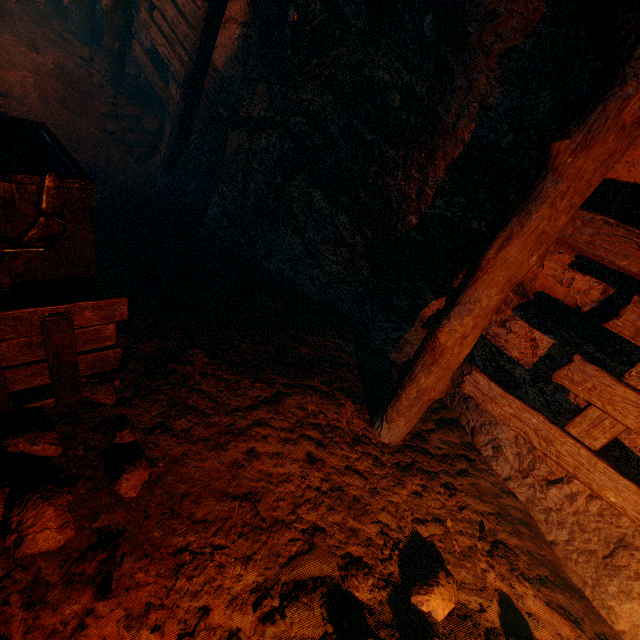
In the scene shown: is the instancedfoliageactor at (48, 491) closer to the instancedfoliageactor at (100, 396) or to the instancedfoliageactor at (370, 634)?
the instancedfoliageactor at (100, 396)

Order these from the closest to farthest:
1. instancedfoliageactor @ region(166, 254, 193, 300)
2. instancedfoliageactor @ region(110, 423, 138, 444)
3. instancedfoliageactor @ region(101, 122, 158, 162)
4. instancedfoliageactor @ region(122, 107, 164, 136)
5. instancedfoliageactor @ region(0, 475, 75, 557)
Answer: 1. instancedfoliageactor @ region(0, 475, 75, 557)
2. instancedfoliageactor @ region(110, 423, 138, 444)
3. instancedfoliageactor @ region(166, 254, 193, 300)
4. instancedfoliageactor @ region(101, 122, 158, 162)
5. instancedfoliageactor @ region(122, 107, 164, 136)

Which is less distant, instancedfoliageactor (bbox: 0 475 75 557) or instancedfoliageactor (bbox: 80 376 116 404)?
instancedfoliageactor (bbox: 0 475 75 557)

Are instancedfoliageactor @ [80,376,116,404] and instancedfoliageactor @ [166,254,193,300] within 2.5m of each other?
yes

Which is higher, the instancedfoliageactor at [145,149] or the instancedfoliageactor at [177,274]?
the instancedfoliageactor at [145,149]

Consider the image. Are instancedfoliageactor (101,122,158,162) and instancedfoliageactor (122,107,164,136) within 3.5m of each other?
yes

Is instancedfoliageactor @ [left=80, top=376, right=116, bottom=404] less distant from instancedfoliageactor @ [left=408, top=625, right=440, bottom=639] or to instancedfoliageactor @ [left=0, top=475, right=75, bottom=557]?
instancedfoliageactor @ [left=0, top=475, right=75, bottom=557]

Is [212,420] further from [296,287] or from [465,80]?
[465,80]
